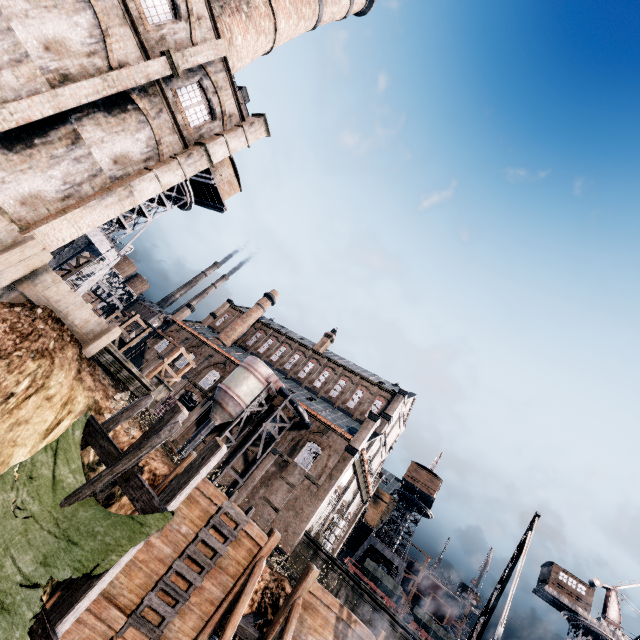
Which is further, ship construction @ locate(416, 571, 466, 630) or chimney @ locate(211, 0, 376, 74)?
ship construction @ locate(416, 571, 466, 630)

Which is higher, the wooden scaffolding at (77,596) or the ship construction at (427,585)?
the ship construction at (427,585)

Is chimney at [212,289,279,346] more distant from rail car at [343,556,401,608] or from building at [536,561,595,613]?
building at [536,561,595,613]

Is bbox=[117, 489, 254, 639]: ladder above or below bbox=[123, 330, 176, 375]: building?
below

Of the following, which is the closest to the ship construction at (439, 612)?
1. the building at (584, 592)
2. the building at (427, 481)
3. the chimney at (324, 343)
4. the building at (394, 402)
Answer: the building at (584, 592)

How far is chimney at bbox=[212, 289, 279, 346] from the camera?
52.31m

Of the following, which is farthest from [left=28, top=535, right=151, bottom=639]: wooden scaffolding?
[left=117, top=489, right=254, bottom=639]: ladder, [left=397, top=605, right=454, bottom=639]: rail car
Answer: [left=397, top=605, right=454, bottom=639]: rail car

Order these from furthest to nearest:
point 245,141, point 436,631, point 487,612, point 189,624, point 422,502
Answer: point 422,502
point 436,631
point 245,141
point 487,612
point 189,624
